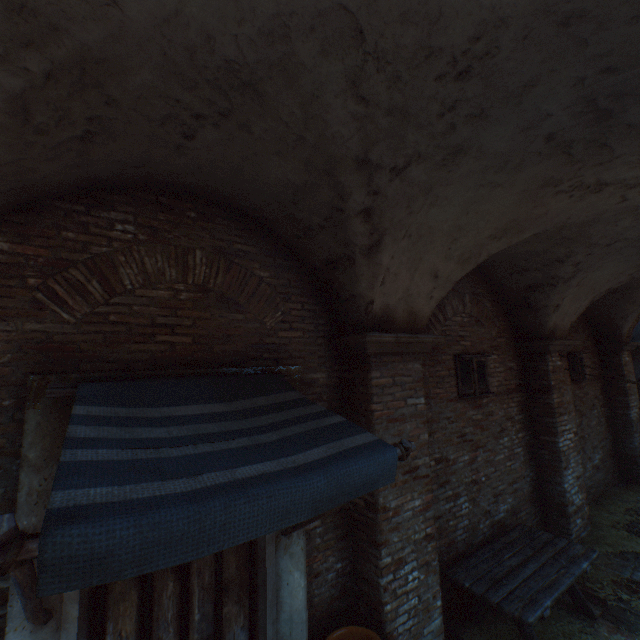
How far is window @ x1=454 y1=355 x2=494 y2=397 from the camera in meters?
5.7 m

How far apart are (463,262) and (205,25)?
3.72m

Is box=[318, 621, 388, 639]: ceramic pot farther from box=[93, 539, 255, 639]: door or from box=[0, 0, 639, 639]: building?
box=[0, 0, 639, 639]: building

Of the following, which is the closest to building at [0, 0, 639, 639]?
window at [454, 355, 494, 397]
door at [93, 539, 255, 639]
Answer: door at [93, 539, 255, 639]

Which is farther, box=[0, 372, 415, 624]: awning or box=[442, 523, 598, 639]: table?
box=[442, 523, 598, 639]: table

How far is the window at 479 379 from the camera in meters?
5.7 m

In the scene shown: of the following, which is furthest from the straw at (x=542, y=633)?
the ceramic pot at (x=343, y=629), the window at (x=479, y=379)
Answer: the window at (x=479, y=379)

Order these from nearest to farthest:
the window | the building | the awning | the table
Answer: the awning < the building < the table < the window
